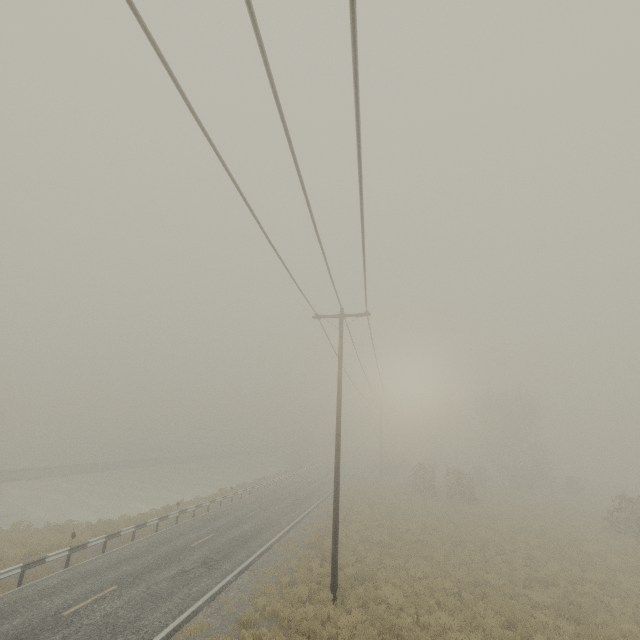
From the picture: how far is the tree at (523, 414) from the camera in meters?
43.1 m

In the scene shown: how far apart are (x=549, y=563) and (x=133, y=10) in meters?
25.3

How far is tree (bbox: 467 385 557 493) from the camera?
43.09m
